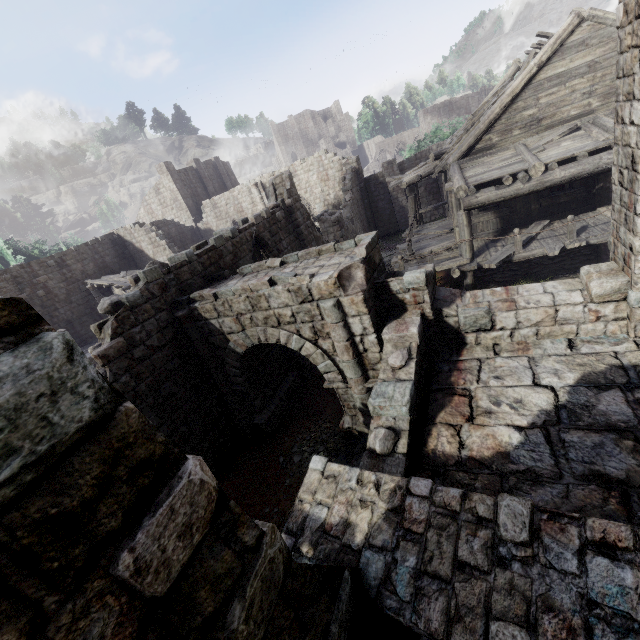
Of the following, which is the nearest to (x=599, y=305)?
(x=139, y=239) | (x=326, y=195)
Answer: (x=326, y=195)

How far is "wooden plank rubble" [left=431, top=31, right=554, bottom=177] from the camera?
12.2 meters

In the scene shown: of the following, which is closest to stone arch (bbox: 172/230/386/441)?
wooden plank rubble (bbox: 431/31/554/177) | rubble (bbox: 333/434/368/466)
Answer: rubble (bbox: 333/434/368/466)

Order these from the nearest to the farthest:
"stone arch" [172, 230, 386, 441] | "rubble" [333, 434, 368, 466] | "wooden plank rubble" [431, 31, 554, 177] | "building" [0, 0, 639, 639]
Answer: "building" [0, 0, 639, 639], "stone arch" [172, 230, 386, 441], "rubble" [333, 434, 368, 466], "wooden plank rubble" [431, 31, 554, 177]

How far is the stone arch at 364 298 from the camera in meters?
7.0

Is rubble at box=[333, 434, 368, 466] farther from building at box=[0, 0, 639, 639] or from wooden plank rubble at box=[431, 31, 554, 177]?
wooden plank rubble at box=[431, 31, 554, 177]

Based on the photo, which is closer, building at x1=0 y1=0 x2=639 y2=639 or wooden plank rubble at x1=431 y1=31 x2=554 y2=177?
building at x1=0 y1=0 x2=639 y2=639

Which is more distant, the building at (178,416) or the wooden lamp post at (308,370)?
the wooden lamp post at (308,370)
